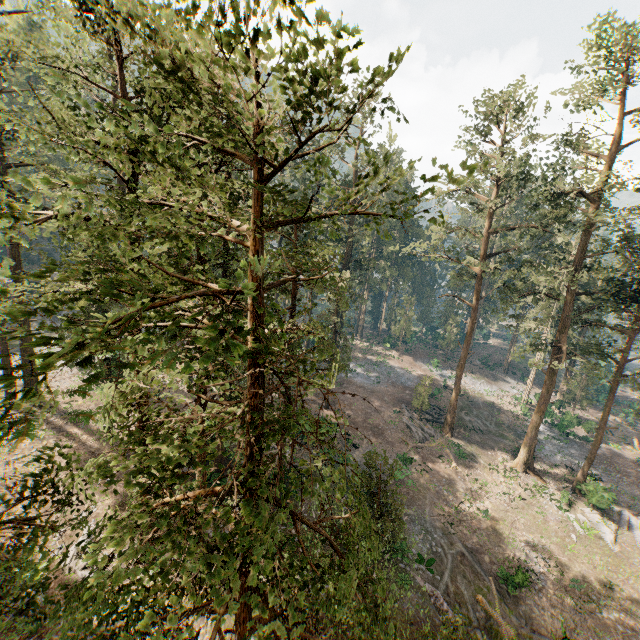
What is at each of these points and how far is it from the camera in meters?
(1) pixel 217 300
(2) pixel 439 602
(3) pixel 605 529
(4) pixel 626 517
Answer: (1) foliage, 15.0 m
(2) ground embankment, 19.3 m
(3) foliage, 27.7 m
(4) foliage, 29.0 m

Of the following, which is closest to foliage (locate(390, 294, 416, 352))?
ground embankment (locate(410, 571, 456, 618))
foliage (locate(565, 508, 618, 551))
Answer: foliage (locate(565, 508, 618, 551))

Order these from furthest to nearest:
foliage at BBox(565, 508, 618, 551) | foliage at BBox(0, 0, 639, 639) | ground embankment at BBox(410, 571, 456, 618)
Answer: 1. foliage at BBox(565, 508, 618, 551)
2. ground embankment at BBox(410, 571, 456, 618)
3. foliage at BBox(0, 0, 639, 639)

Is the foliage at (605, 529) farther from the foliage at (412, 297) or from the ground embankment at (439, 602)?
the ground embankment at (439, 602)

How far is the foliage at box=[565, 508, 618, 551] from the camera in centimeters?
2694cm

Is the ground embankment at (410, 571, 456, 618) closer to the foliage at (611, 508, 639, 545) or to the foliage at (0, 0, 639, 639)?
the foliage at (0, 0, 639, 639)

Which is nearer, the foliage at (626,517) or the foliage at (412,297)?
the foliage at (626,517)

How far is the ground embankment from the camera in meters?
18.9 m
